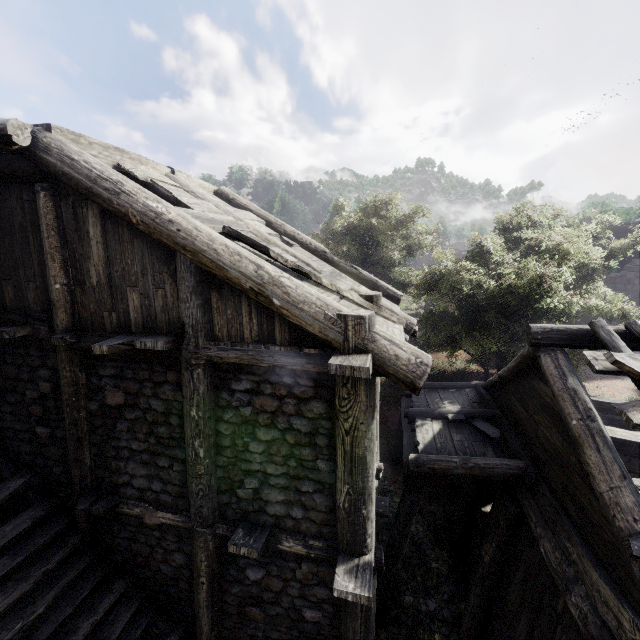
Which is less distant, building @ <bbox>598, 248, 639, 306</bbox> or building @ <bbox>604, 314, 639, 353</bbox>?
building @ <bbox>604, 314, 639, 353</bbox>

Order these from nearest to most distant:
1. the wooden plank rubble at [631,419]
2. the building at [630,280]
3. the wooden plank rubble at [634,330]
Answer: the wooden plank rubble at [631,419] → the wooden plank rubble at [634,330] → the building at [630,280]

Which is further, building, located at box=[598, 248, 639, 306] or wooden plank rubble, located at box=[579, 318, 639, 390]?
building, located at box=[598, 248, 639, 306]

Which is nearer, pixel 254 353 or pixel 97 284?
pixel 254 353

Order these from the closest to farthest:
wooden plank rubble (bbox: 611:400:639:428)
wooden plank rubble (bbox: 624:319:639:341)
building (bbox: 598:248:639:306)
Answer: wooden plank rubble (bbox: 611:400:639:428) → wooden plank rubble (bbox: 624:319:639:341) → building (bbox: 598:248:639:306)

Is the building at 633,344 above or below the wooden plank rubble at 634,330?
below
